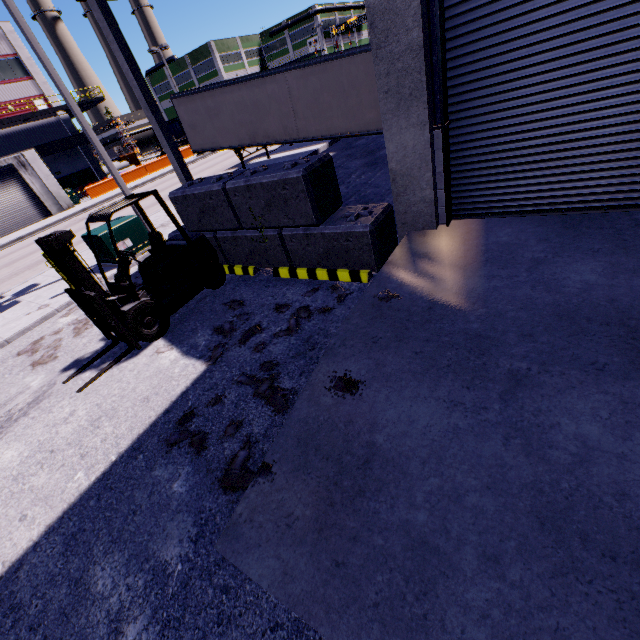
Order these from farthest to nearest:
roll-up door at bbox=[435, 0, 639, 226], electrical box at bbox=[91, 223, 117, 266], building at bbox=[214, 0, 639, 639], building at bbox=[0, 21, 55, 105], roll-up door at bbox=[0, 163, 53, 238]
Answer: building at bbox=[0, 21, 55, 105] → roll-up door at bbox=[0, 163, 53, 238] → electrical box at bbox=[91, 223, 117, 266] → roll-up door at bbox=[435, 0, 639, 226] → building at bbox=[214, 0, 639, 639]

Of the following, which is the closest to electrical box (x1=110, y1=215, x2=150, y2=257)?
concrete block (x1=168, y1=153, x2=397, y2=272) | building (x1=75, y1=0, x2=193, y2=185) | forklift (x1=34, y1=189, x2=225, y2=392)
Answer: concrete block (x1=168, y1=153, x2=397, y2=272)

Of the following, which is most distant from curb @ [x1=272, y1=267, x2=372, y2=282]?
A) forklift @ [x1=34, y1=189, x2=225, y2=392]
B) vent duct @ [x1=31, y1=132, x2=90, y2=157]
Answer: vent duct @ [x1=31, y1=132, x2=90, y2=157]

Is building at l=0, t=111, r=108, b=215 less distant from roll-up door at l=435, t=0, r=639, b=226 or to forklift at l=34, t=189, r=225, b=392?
roll-up door at l=435, t=0, r=639, b=226

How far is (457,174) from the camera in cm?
514

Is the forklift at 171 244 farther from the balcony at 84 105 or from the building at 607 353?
the balcony at 84 105

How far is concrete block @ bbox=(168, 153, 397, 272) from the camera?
5.5 meters

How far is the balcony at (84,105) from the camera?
32.8m
